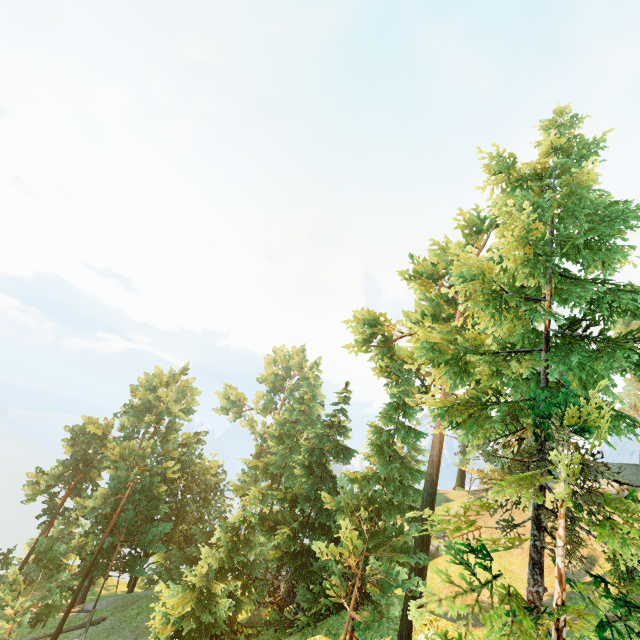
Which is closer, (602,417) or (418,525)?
(602,417)
